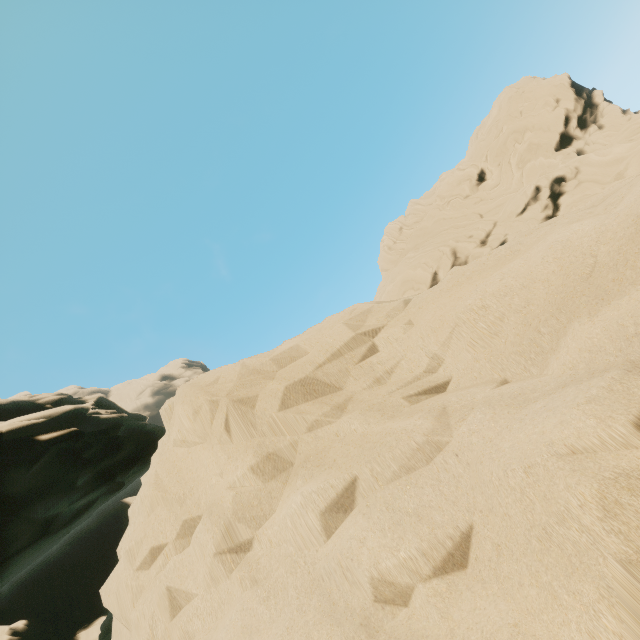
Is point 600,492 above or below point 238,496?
below
